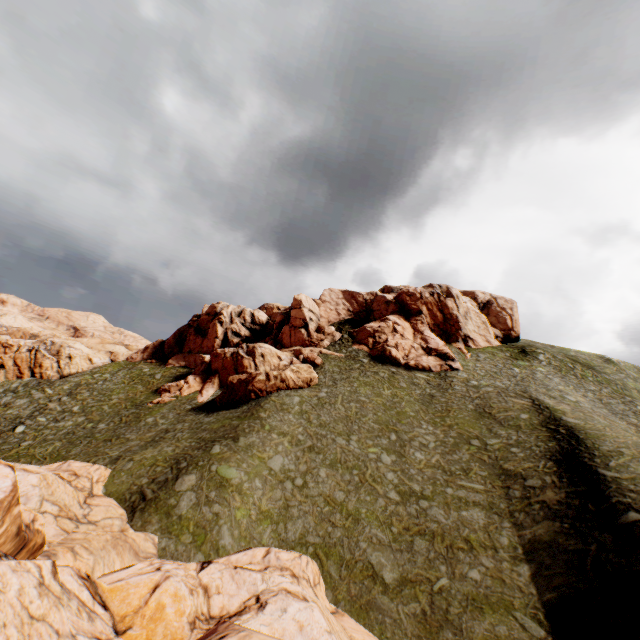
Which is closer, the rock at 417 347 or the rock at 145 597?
the rock at 145 597

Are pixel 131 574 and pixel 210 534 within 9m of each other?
yes

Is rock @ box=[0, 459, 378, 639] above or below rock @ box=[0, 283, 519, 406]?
below

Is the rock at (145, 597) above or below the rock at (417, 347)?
below

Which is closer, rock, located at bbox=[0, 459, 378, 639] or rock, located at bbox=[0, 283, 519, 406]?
rock, located at bbox=[0, 459, 378, 639]
